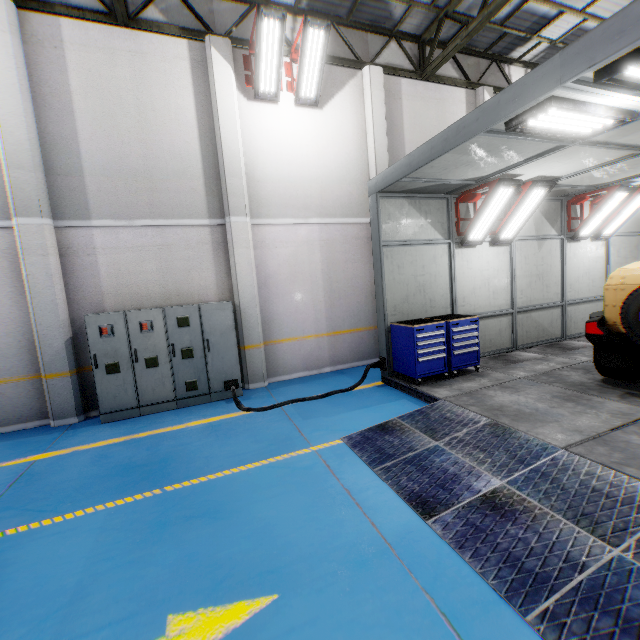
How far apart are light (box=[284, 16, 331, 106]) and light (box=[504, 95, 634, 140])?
5.2m

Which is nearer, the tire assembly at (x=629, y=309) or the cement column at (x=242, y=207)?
the tire assembly at (x=629, y=309)

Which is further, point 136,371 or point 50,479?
point 136,371

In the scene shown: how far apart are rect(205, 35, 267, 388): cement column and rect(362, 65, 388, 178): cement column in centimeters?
336cm

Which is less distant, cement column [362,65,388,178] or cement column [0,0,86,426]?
cement column [0,0,86,426]

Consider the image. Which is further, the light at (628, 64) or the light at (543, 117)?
the light at (543, 117)

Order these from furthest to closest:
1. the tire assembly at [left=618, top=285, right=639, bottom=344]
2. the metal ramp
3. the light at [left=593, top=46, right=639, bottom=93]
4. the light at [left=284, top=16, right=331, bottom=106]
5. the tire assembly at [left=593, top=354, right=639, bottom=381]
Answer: the light at [left=284, top=16, right=331, bottom=106] → the tire assembly at [left=593, top=354, right=639, bottom=381] → the tire assembly at [left=618, top=285, right=639, bottom=344] → the light at [left=593, top=46, right=639, bottom=93] → the metal ramp

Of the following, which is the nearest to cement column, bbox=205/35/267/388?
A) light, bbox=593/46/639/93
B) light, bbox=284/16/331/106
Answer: light, bbox=284/16/331/106
